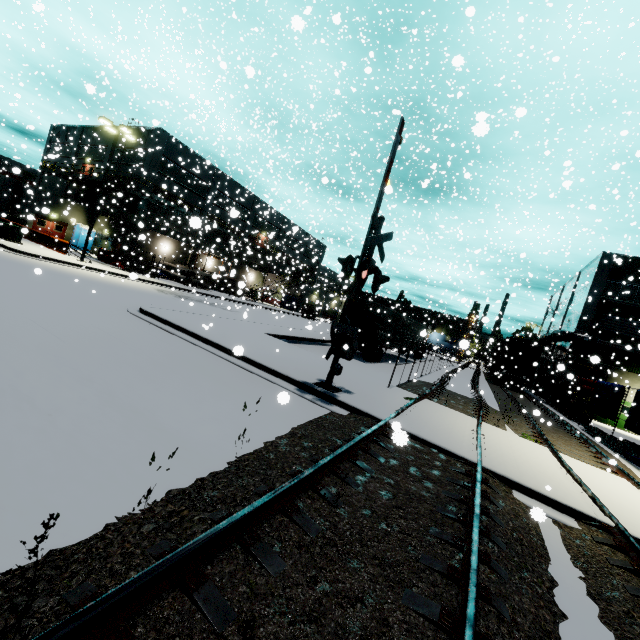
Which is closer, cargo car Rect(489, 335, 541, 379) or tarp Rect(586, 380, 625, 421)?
tarp Rect(586, 380, 625, 421)

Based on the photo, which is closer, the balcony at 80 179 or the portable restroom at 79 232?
the balcony at 80 179

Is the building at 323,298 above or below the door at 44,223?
above

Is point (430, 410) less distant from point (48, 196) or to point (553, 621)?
point (553, 621)

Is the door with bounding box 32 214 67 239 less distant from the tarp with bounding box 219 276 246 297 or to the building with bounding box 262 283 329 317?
the building with bounding box 262 283 329 317

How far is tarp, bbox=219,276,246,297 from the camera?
6.0m

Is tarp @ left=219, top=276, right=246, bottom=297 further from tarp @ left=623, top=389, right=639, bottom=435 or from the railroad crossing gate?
the railroad crossing gate

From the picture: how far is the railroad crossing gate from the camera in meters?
8.4 m
